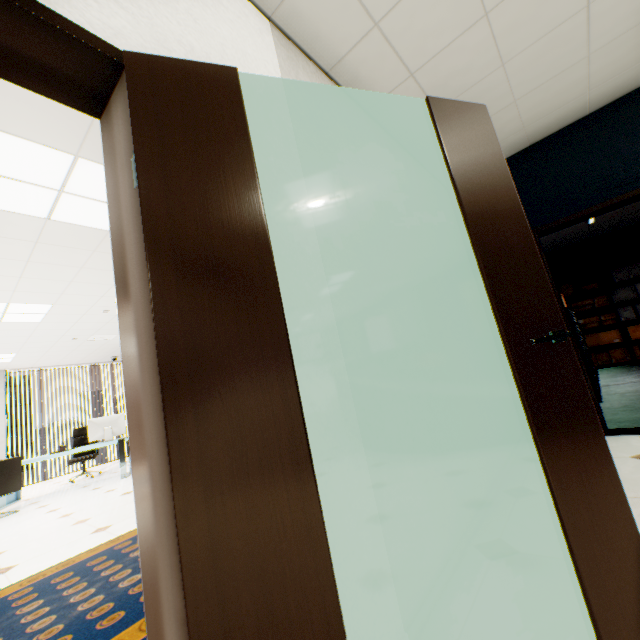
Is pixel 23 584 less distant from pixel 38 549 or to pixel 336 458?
pixel 38 549

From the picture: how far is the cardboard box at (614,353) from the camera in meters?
6.9 m

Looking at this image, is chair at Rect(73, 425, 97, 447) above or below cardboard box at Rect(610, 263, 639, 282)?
below

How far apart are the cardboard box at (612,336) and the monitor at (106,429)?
10.0m

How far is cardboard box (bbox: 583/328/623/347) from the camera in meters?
7.0

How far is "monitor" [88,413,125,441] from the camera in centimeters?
642cm

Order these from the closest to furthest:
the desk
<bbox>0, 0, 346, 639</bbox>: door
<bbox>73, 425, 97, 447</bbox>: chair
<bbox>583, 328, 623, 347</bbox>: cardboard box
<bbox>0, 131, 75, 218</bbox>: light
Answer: <bbox>0, 0, 346, 639</bbox>: door < <bbox>0, 131, 75, 218</bbox>: light < the desk < <bbox>583, 328, 623, 347</bbox>: cardboard box < <bbox>73, 425, 97, 447</bbox>: chair

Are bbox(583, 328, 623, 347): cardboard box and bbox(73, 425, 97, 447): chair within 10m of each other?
no
